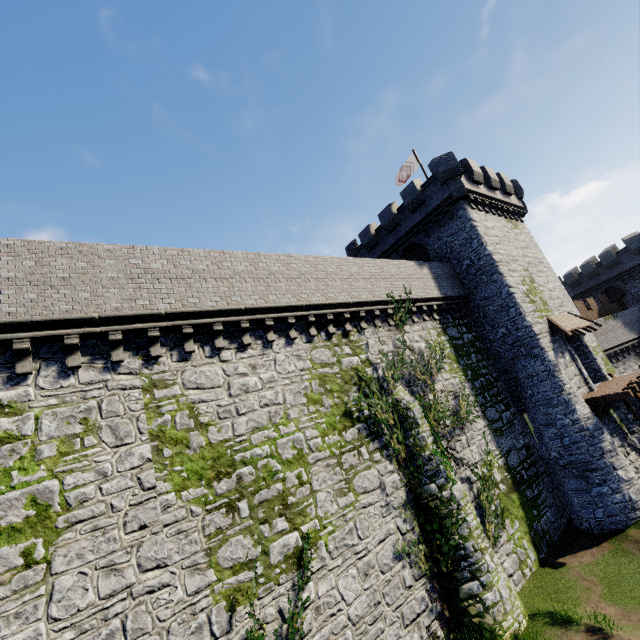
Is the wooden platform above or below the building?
below

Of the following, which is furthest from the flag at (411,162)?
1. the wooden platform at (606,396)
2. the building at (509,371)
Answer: the wooden platform at (606,396)

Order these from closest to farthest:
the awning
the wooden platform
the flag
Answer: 1. the wooden platform
2. the awning
3. the flag

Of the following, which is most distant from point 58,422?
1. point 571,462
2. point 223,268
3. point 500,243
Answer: point 500,243

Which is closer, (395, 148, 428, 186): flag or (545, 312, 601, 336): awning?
(545, 312, 601, 336): awning

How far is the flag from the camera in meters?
25.5 m

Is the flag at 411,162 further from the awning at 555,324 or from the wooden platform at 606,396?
the wooden platform at 606,396

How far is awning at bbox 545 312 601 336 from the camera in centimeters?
1928cm
